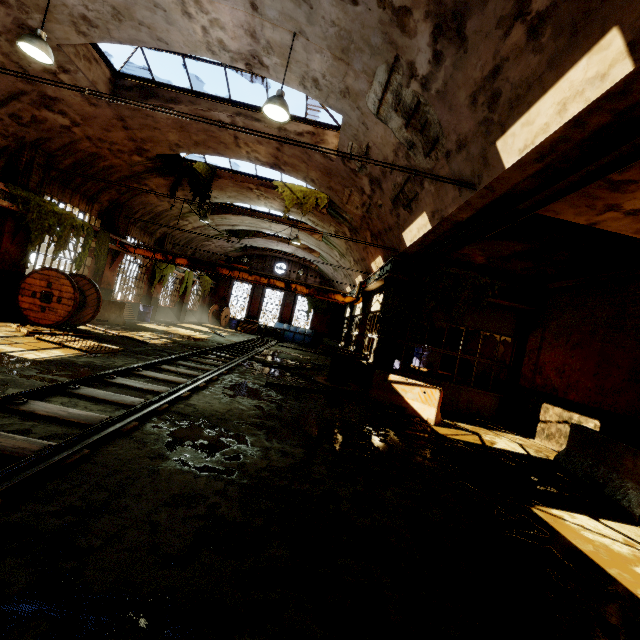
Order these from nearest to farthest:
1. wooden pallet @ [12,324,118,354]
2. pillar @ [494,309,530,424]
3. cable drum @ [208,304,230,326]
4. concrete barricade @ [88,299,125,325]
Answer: wooden pallet @ [12,324,118,354] → pillar @ [494,309,530,424] → concrete barricade @ [88,299,125,325] → cable drum @ [208,304,230,326]

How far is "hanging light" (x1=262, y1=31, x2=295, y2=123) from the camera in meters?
6.1 m

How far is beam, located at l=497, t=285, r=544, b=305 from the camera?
11.1m

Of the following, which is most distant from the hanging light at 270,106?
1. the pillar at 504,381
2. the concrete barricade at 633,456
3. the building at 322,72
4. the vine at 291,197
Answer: the pillar at 504,381

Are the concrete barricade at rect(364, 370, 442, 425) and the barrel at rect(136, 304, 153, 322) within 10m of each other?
no

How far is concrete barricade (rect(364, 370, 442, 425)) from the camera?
8.98m

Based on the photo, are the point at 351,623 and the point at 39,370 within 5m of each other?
no

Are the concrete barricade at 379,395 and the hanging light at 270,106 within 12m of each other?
yes
